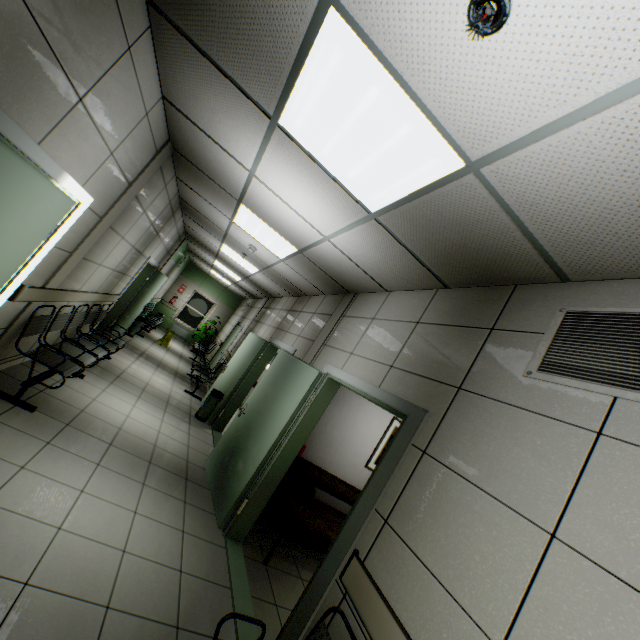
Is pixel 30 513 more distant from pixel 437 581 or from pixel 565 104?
pixel 565 104

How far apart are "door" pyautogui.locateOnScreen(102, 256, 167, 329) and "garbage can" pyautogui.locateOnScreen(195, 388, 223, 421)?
2.70m

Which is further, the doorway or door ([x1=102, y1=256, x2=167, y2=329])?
door ([x1=102, y1=256, x2=167, y2=329])

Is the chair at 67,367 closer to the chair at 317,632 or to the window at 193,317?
the chair at 317,632

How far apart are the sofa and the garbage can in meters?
3.0 m

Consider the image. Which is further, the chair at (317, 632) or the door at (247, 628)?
the door at (247, 628)

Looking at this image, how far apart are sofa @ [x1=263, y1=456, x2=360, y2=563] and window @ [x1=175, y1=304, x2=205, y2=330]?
12.66m

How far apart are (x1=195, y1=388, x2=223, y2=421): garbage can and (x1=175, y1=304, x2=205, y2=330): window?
9.39m
